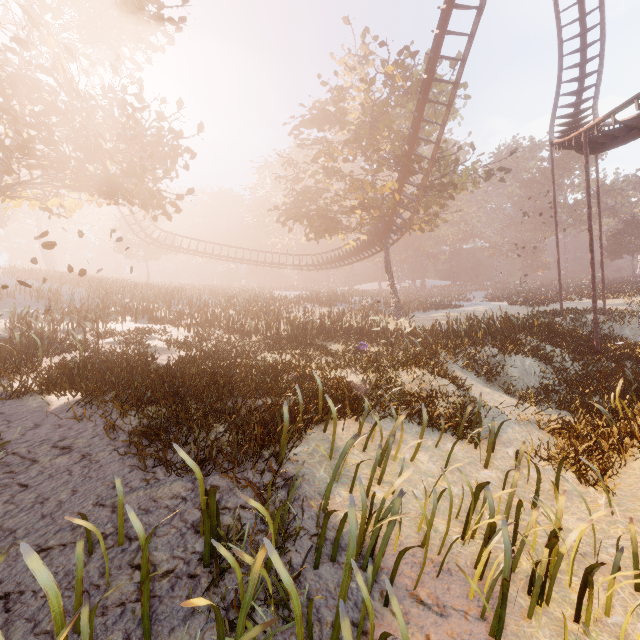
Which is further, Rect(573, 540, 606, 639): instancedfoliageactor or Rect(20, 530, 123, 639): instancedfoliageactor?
Rect(573, 540, 606, 639): instancedfoliageactor

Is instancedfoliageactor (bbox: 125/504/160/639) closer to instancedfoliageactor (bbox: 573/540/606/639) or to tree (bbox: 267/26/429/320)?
instancedfoliageactor (bbox: 573/540/606/639)

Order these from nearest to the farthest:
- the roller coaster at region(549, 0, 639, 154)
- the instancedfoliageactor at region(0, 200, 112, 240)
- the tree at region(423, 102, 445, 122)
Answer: the roller coaster at region(549, 0, 639, 154) → the tree at region(423, 102, 445, 122) → the instancedfoliageactor at region(0, 200, 112, 240)

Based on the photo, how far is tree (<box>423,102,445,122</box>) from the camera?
22.27m

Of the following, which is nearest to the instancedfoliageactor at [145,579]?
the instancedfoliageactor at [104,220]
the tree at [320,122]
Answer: the tree at [320,122]

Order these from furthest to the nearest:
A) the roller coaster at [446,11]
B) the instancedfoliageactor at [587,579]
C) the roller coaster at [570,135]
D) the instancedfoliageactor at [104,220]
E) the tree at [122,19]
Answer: the instancedfoliageactor at [104,220] → the roller coaster at [446,11] → the roller coaster at [570,135] → the tree at [122,19] → the instancedfoliageactor at [587,579]

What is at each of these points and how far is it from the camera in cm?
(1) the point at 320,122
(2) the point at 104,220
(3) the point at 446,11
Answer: (1) tree, 2262
(2) instancedfoliageactor, 5856
(3) roller coaster, 1454
